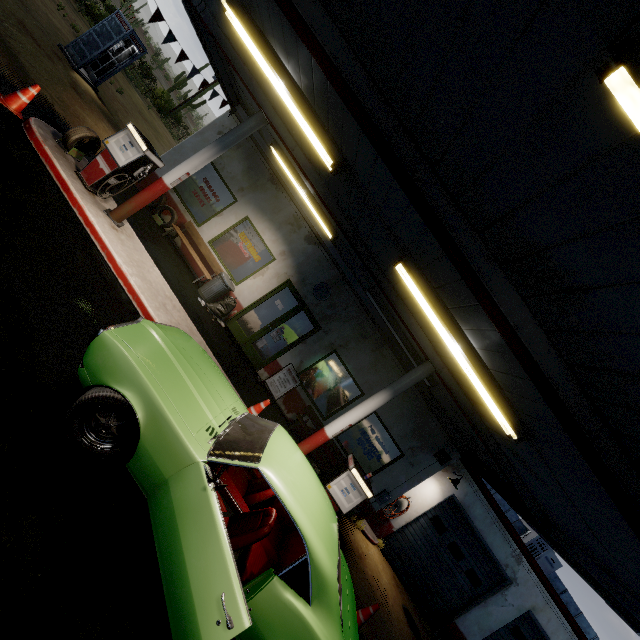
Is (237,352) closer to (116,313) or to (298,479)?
A: (116,313)

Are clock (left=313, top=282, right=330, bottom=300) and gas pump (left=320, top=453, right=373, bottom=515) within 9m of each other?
yes

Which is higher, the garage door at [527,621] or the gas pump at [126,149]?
the garage door at [527,621]

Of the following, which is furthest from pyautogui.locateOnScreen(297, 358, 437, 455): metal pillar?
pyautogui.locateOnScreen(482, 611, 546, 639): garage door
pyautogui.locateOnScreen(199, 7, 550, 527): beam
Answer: pyautogui.locateOnScreen(482, 611, 546, 639): garage door

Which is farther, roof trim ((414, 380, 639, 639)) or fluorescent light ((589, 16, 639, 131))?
roof trim ((414, 380, 639, 639))

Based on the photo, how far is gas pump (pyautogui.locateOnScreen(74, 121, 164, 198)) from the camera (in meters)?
6.40

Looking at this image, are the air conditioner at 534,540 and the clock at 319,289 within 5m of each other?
no

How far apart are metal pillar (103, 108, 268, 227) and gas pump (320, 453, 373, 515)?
6.8 meters
